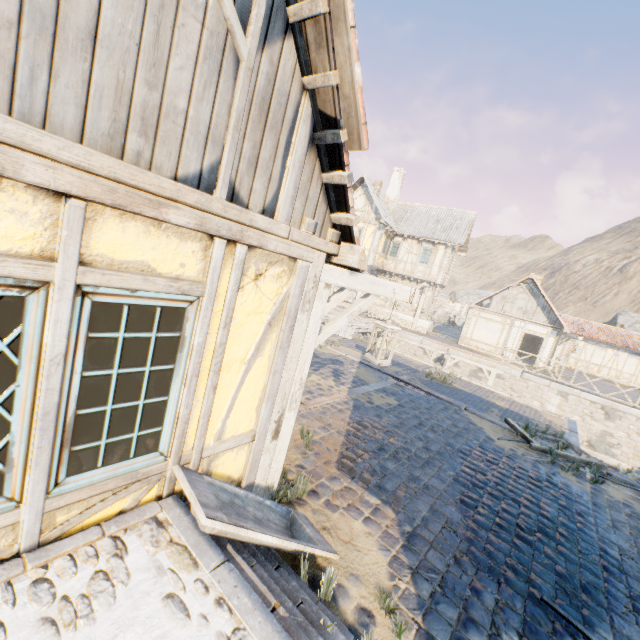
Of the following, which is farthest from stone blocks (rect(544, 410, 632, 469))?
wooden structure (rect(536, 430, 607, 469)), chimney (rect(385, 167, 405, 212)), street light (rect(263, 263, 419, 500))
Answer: chimney (rect(385, 167, 405, 212))

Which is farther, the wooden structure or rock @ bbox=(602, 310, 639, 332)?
rock @ bbox=(602, 310, 639, 332)

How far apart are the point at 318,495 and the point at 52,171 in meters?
4.2 m

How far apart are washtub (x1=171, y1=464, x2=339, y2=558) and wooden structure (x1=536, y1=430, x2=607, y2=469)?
6.3 meters

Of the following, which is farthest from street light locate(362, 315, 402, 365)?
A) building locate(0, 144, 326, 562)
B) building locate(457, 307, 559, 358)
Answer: building locate(457, 307, 559, 358)

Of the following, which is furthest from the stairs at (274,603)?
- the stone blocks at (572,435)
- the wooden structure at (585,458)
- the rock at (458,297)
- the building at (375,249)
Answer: the building at (375,249)

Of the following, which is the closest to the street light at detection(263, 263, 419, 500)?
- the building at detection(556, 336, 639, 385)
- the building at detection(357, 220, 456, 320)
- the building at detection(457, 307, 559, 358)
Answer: the building at detection(357, 220, 456, 320)

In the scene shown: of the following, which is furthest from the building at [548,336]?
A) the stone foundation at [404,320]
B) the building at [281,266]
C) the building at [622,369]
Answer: the building at [281,266]
